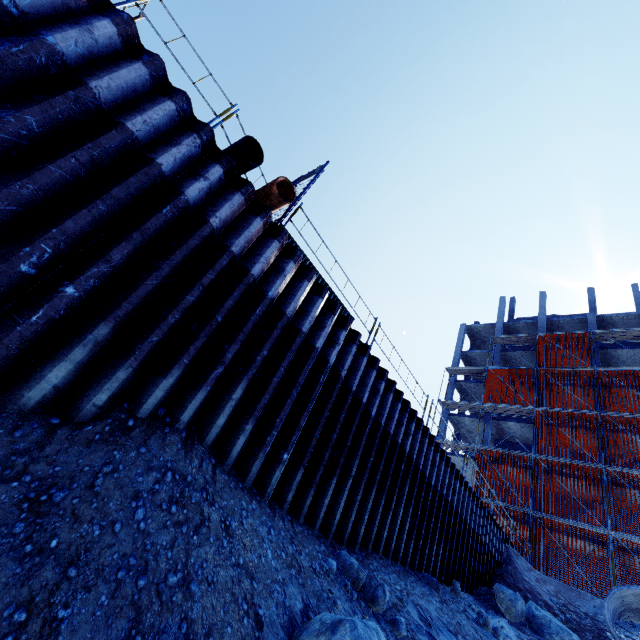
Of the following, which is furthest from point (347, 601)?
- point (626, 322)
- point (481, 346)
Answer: point (481, 346)

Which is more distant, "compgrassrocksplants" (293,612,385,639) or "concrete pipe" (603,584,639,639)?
"concrete pipe" (603,584,639,639)

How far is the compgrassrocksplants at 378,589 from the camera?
5.3m

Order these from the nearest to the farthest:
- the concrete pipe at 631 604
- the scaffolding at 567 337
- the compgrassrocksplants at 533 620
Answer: the compgrassrocksplants at 533 620 < the concrete pipe at 631 604 < the scaffolding at 567 337

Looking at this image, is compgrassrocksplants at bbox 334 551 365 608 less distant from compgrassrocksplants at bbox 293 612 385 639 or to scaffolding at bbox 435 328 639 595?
compgrassrocksplants at bbox 293 612 385 639

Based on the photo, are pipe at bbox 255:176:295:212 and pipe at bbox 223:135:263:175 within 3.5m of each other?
yes

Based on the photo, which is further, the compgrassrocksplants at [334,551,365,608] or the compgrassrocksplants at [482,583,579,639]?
the compgrassrocksplants at [482,583,579,639]

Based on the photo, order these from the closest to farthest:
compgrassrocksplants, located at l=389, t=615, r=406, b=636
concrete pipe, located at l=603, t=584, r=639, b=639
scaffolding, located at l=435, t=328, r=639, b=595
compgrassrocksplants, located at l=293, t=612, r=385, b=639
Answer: compgrassrocksplants, located at l=293, t=612, r=385, b=639 < compgrassrocksplants, located at l=389, t=615, r=406, b=636 < concrete pipe, located at l=603, t=584, r=639, b=639 < scaffolding, located at l=435, t=328, r=639, b=595
